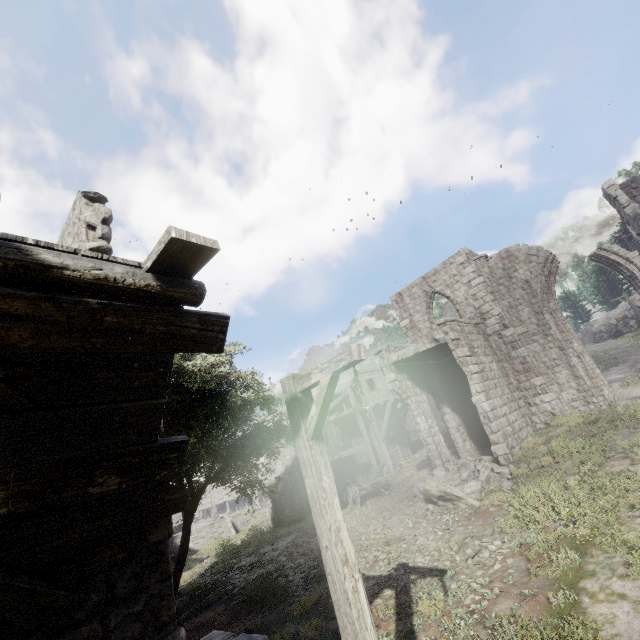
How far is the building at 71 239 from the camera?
6.65m

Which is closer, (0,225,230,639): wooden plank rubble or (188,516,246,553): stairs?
(0,225,230,639): wooden plank rubble

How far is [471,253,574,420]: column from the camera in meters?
15.9 m

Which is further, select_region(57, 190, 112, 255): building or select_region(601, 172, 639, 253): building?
select_region(601, 172, 639, 253): building

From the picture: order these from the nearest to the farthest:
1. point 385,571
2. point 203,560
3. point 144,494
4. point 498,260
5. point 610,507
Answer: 1. point 144,494
2. point 610,507
3. point 385,571
4. point 498,260
5. point 203,560

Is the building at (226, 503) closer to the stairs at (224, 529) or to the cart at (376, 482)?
the cart at (376, 482)

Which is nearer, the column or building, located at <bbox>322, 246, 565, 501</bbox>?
building, located at <bbox>322, 246, 565, 501</bbox>

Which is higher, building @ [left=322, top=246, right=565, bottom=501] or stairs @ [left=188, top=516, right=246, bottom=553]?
building @ [left=322, top=246, right=565, bottom=501]
